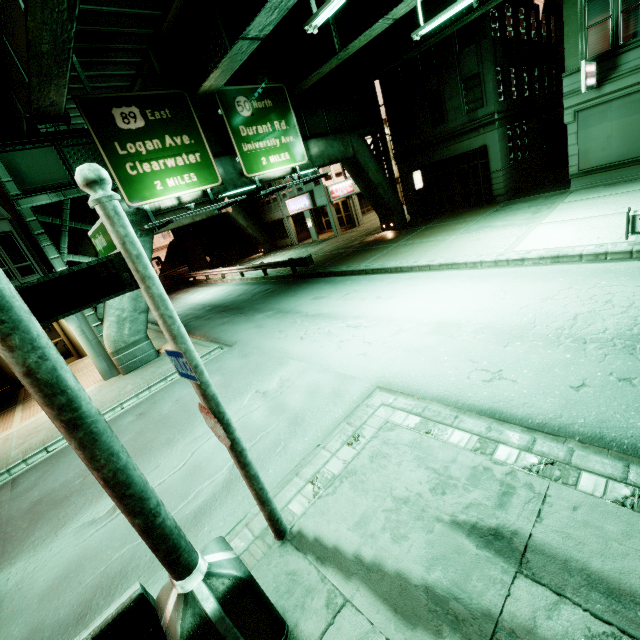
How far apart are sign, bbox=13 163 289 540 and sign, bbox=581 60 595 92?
18.45m

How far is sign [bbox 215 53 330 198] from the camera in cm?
1445

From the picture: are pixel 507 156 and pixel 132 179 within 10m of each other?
no

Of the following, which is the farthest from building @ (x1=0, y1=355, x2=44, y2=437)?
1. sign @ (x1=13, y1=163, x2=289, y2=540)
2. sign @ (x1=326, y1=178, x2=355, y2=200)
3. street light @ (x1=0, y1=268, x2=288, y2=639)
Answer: sign @ (x1=326, y1=178, x2=355, y2=200)

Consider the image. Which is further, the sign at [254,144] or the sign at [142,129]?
the sign at [254,144]

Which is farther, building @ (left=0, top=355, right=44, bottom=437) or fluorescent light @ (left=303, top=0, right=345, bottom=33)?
building @ (left=0, top=355, right=44, bottom=437)

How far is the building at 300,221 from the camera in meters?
29.5 m

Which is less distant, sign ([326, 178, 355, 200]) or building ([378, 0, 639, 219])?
building ([378, 0, 639, 219])
